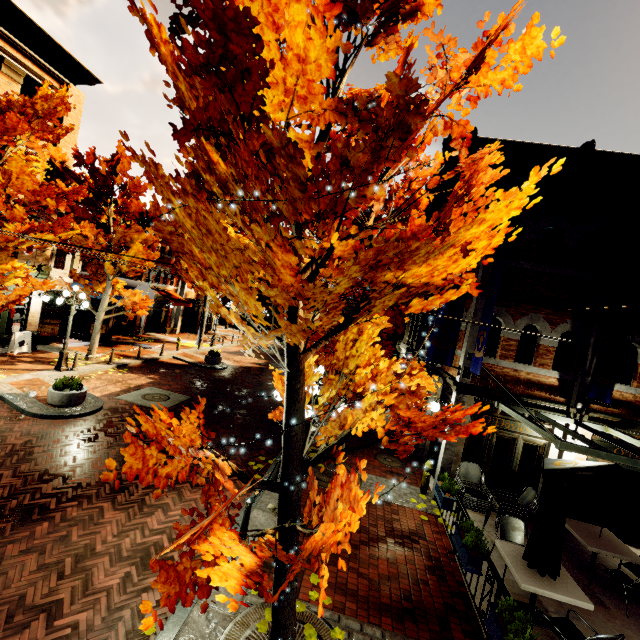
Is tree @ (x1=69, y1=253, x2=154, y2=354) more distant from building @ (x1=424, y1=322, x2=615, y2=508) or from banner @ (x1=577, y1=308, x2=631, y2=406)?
banner @ (x1=577, y1=308, x2=631, y2=406)

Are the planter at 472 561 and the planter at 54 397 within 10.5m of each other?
no

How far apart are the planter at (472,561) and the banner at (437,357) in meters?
4.0

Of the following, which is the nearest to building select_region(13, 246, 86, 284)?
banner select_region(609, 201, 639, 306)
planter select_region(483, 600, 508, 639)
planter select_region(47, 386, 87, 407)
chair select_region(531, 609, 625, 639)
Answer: banner select_region(609, 201, 639, 306)

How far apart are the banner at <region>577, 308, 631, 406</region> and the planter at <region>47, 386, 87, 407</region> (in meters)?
14.89

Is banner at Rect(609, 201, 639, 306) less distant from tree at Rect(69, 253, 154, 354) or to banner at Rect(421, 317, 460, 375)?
banner at Rect(421, 317, 460, 375)

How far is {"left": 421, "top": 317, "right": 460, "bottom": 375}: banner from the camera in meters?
9.2 m

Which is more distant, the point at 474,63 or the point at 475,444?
the point at 475,444
